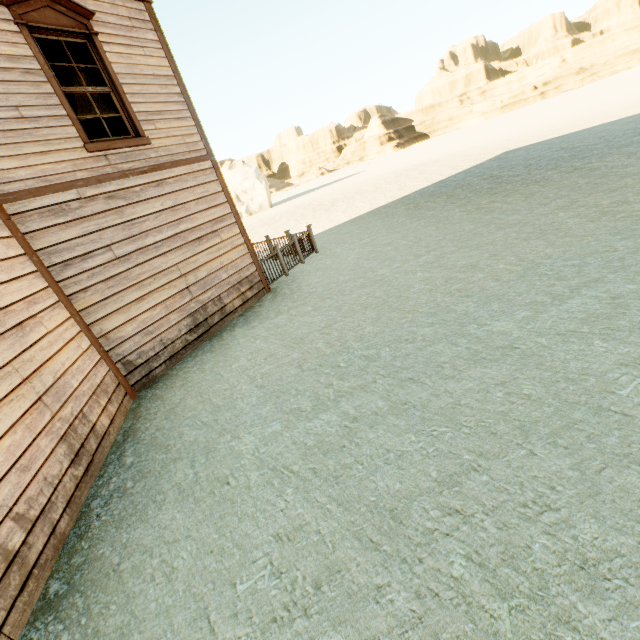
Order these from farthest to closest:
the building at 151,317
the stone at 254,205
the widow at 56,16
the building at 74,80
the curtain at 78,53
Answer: the stone at 254,205
the building at 74,80
the curtain at 78,53
the widow at 56,16
the building at 151,317

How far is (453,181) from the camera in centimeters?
1576cm

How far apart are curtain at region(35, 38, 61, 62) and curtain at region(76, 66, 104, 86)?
0.15m

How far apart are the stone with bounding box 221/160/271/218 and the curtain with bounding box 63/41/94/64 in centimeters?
3755cm

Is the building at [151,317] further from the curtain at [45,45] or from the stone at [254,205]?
the stone at [254,205]

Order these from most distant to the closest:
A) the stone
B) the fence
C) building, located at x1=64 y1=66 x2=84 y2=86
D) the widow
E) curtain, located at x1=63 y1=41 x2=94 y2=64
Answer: the stone → the fence → building, located at x1=64 y1=66 x2=84 y2=86 → curtain, located at x1=63 y1=41 x2=94 y2=64 → the widow

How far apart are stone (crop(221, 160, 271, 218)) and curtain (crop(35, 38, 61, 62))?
38.1 meters

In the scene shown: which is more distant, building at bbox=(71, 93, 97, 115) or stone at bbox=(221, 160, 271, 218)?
stone at bbox=(221, 160, 271, 218)
